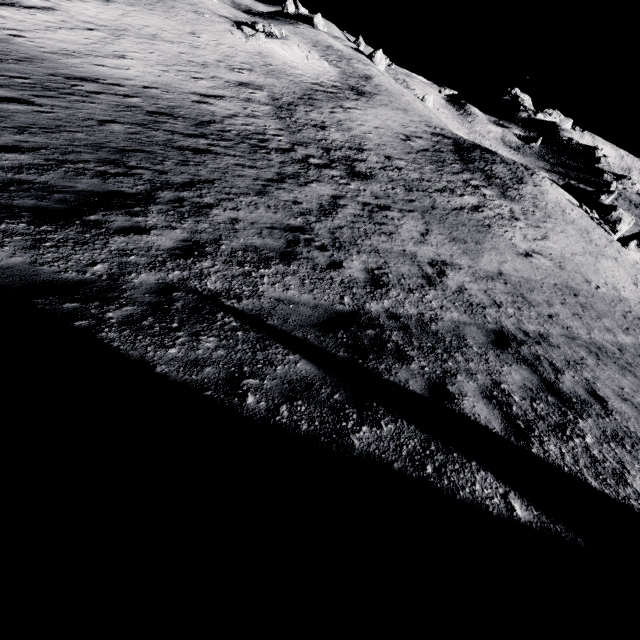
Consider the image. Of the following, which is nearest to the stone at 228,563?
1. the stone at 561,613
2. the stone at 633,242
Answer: the stone at 561,613

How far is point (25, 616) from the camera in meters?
1.2 m

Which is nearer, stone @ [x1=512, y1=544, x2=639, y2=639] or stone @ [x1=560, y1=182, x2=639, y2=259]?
stone @ [x1=512, y1=544, x2=639, y2=639]

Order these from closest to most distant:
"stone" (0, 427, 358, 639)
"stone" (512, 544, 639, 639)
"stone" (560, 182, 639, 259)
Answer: "stone" (0, 427, 358, 639), "stone" (512, 544, 639, 639), "stone" (560, 182, 639, 259)

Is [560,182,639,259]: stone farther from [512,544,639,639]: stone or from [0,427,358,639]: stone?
[0,427,358,639]: stone

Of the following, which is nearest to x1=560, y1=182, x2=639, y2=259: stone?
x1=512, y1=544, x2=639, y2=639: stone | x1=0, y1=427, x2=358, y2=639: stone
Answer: x1=512, y1=544, x2=639, y2=639: stone
